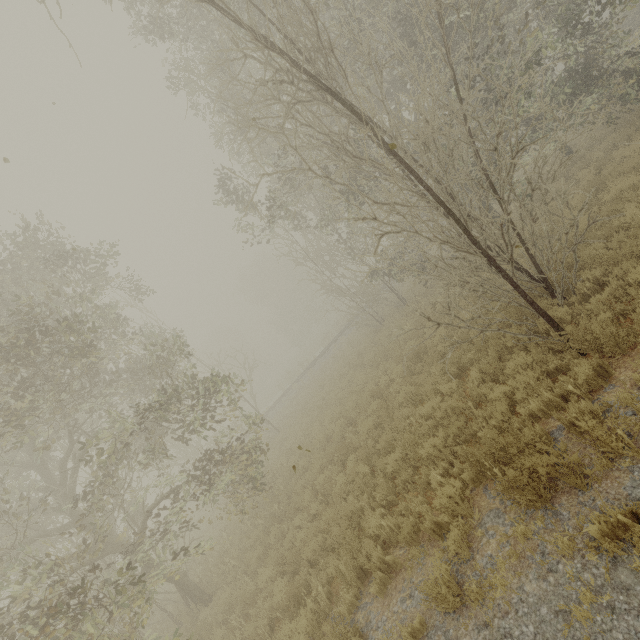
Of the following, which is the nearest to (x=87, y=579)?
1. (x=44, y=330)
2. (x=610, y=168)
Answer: (x=44, y=330)

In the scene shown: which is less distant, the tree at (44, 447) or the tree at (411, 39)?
the tree at (411, 39)

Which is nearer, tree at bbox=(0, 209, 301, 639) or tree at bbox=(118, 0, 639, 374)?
tree at bbox=(118, 0, 639, 374)
